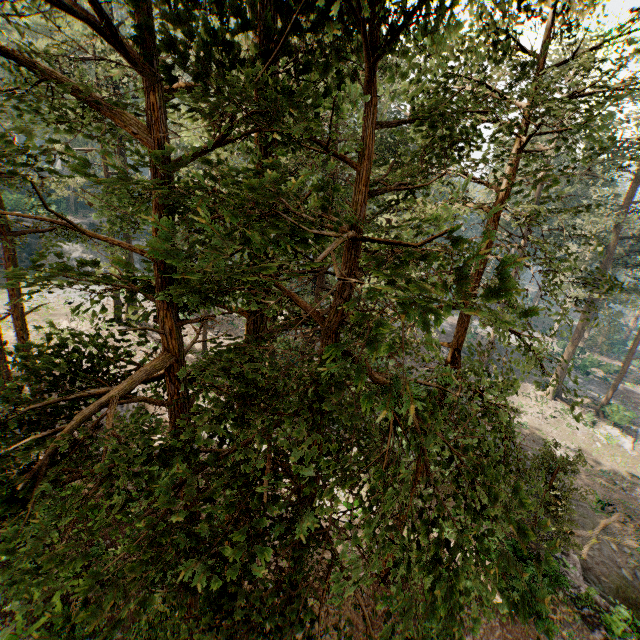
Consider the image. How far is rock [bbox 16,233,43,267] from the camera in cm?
3847

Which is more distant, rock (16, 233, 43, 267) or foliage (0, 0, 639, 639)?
rock (16, 233, 43, 267)

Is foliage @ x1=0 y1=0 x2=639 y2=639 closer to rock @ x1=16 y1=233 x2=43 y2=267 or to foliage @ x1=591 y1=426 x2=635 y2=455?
foliage @ x1=591 y1=426 x2=635 y2=455

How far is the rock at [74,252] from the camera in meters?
42.3

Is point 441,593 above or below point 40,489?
above

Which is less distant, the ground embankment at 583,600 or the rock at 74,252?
the ground embankment at 583,600

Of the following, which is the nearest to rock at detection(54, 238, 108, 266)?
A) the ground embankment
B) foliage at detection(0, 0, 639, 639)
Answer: foliage at detection(0, 0, 639, 639)
